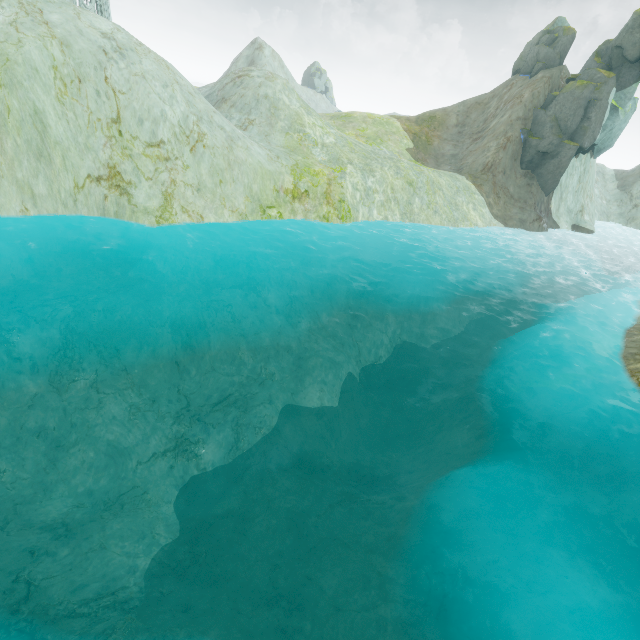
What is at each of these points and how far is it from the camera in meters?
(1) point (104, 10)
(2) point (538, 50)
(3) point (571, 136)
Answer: (1) building, 35.1 m
(2) rock, 35.7 m
(3) rock, 33.0 m

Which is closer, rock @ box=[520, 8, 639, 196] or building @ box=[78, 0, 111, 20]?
rock @ box=[520, 8, 639, 196]

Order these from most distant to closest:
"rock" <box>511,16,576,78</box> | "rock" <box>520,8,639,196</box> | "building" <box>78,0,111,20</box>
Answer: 1. "rock" <box>511,16,576,78</box>
2. "building" <box>78,0,111,20</box>
3. "rock" <box>520,8,639,196</box>

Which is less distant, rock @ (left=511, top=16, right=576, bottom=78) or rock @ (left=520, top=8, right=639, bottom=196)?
rock @ (left=520, top=8, right=639, bottom=196)

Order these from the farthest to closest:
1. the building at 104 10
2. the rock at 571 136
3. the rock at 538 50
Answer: the rock at 538 50 < the building at 104 10 < the rock at 571 136

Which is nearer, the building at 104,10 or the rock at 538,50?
the building at 104,10

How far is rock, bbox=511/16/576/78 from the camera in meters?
34.9 m
